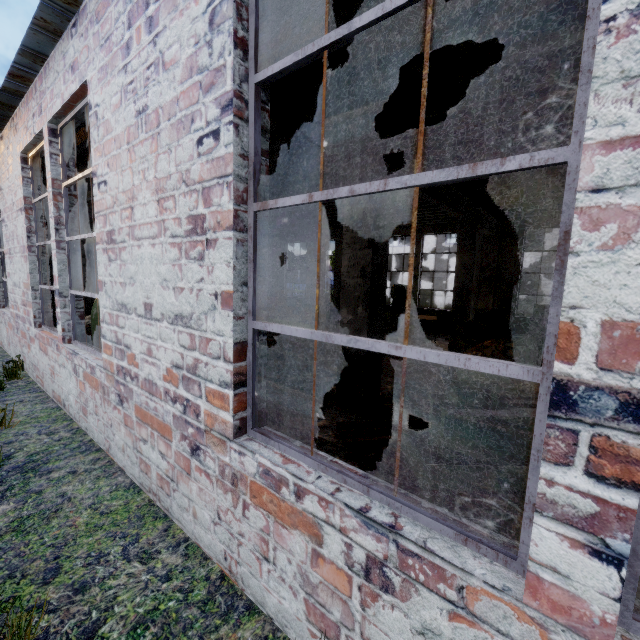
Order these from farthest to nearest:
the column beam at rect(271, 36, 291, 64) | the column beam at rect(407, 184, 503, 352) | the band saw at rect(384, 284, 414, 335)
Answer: the band saw at rect(384, 284, 414, 335), the column beam at rect(407, 184, 503, 352), the column beam at rect(271, 36, 291, 64)

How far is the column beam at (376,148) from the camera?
3.39m

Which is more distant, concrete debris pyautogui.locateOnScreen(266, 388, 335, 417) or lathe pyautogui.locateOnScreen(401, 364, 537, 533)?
concrete debris pyautogui.locateOnScreen(266, 388, 335, 417)

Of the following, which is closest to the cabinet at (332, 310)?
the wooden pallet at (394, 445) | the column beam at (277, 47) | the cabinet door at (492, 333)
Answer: the column beam at (277, 47)

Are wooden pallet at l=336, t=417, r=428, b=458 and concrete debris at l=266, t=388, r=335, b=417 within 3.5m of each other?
yes

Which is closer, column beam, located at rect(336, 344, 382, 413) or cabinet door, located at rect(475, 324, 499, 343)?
column beam, located at rect(336, 344, 382, 413)

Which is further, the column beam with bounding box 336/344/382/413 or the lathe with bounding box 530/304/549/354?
the lathe with bounding box 530/304/549/354

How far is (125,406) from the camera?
3.5m
